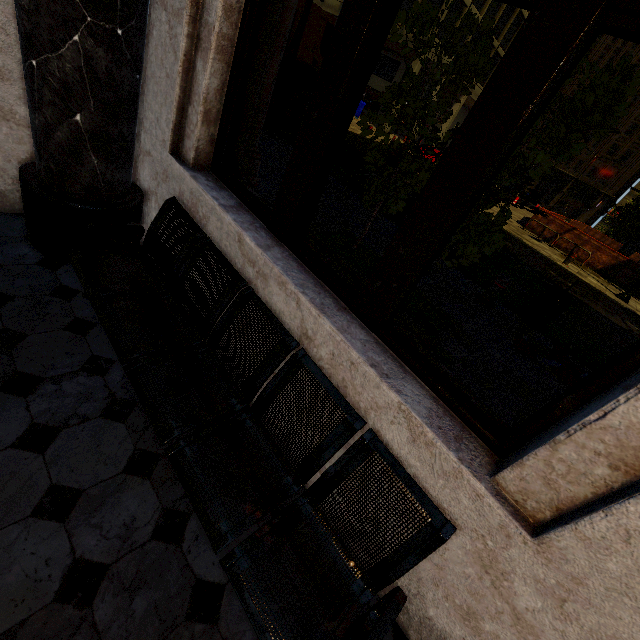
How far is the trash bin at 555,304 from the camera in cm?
500

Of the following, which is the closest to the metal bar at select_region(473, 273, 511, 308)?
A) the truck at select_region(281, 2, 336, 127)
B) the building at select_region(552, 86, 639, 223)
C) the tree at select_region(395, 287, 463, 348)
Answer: the tree at select_region(395, 287, 463, 348)

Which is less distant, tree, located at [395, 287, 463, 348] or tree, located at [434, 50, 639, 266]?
tree, located at [434, 50, 639, 266]

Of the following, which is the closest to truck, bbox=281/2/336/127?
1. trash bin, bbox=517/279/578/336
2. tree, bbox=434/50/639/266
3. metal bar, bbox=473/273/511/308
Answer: metal bar, bbox=473/273/511/308

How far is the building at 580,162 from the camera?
52.38m

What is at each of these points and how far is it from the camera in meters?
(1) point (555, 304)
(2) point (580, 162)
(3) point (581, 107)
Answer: (1) trash bin, 5.1
(2) building, 52.9
(3) tree, 3.0

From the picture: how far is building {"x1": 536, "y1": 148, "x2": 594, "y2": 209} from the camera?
52.38m

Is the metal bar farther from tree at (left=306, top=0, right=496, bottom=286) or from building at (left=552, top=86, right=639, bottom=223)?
building at (left=552, top=86, right=639, bottom=223)
